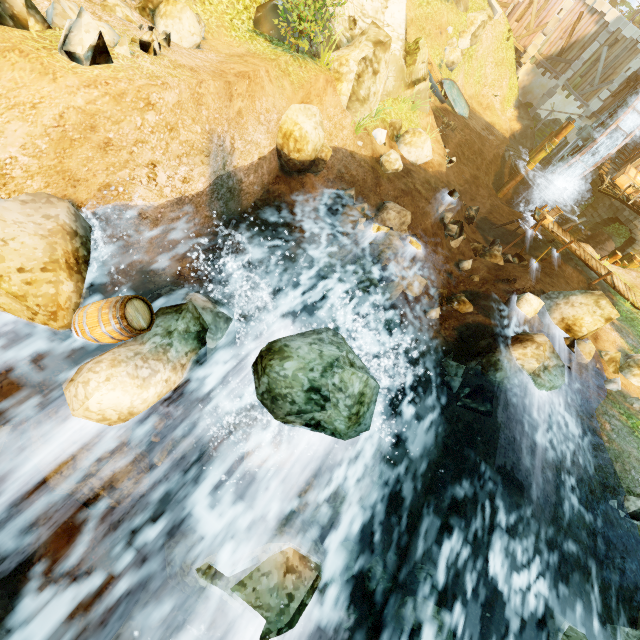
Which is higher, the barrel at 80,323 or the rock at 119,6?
the rock at 119,6

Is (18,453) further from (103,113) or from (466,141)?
(466,141)

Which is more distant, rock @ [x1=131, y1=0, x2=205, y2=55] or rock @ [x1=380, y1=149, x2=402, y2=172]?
rock @ [x1=380, y1=149, x2=402, y2=172]

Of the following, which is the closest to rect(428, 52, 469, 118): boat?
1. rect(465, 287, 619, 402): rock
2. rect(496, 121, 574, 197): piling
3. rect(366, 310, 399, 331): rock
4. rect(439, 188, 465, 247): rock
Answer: rect(496, 121, 574, 197): piling

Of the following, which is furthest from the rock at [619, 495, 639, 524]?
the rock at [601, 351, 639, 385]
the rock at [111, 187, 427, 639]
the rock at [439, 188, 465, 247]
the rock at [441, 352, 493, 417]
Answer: the rock at [439, 188, 465, 247]

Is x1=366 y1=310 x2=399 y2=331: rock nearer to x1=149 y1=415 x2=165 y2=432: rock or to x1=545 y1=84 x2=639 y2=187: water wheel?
x1=149 y1=415 x2=165 y2=432: rock

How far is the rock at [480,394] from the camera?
9.1 meters

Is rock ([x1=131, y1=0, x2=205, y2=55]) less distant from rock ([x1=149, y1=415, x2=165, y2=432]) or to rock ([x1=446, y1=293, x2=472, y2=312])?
rock ([x1=149, y1=415, x2=165, y2=432])
